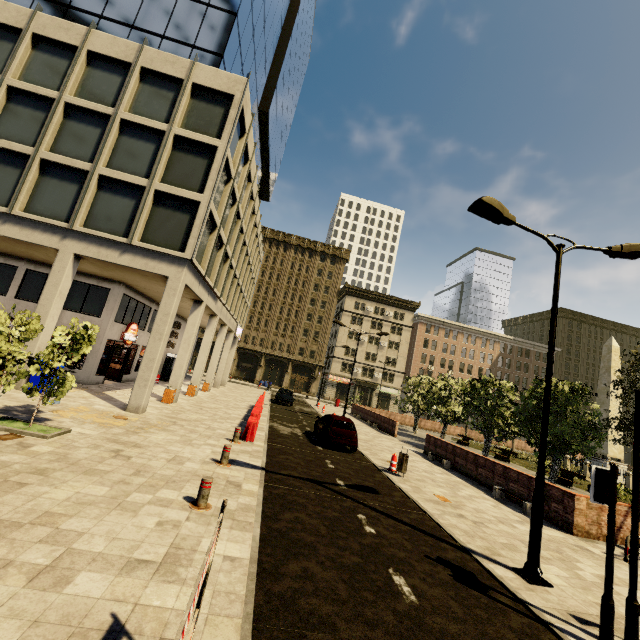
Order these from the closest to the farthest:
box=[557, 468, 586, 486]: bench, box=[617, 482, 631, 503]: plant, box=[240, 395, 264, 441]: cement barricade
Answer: box=[240, 395, 264, 441]: cement barricade, box=[617, 482, 631, 503]: plant, box=[557, 468, 586, 486]: bench

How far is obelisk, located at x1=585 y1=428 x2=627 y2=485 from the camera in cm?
2530

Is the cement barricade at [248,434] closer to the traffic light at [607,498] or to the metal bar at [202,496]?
the metal bar at [202,496]

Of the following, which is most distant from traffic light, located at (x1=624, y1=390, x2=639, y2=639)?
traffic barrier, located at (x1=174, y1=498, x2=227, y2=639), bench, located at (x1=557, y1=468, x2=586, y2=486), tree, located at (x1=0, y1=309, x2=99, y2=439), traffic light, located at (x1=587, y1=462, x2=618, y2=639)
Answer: bench, located at (x1=557, y1=468, x2=586, y2=486)

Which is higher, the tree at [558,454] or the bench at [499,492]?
the tree at [558,454]

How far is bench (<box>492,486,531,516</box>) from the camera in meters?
11.2 m

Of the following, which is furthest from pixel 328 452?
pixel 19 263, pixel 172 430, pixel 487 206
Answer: pixel 19 263

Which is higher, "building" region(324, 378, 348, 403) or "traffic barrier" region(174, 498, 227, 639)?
"building" region(324, 378, 348, 403)
